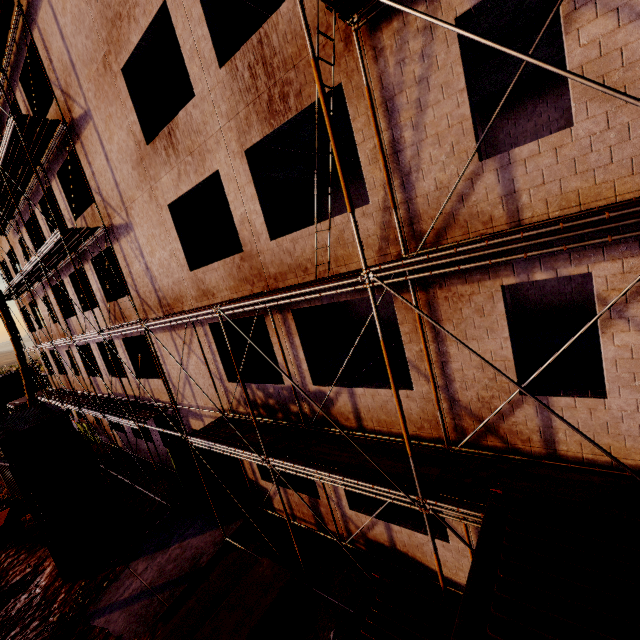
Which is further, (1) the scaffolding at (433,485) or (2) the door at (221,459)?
(2) the door at (221,459)

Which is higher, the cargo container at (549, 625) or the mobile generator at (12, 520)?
the cargo container at (549, 625)

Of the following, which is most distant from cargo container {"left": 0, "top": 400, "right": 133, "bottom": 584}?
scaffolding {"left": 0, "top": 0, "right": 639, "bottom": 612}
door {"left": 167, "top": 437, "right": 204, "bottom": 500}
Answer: door {"left": 167, "top": 437, "right": 204, "bottom": 500}

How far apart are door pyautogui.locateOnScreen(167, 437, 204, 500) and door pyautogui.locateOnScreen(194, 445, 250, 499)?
1.77m

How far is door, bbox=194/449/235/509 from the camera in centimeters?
1230cm

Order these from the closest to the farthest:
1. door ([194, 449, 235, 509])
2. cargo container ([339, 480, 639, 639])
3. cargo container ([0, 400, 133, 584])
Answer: cargo container ([339, 480, 639, 639]) → cargo container ([0, 400, 133, 584]) → door ([194, 449, 235, 509])

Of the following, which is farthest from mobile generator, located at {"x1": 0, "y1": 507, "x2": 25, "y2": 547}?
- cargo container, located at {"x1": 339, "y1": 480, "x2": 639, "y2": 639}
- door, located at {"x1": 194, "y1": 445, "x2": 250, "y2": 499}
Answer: cargo container, located at {"x1": 339, "y1": 480, "x2": 639, "y2": 639}

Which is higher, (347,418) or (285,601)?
(347,418)
